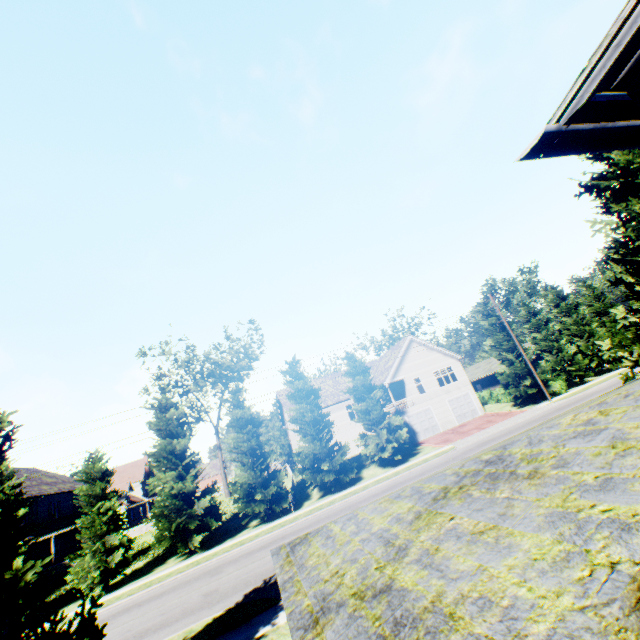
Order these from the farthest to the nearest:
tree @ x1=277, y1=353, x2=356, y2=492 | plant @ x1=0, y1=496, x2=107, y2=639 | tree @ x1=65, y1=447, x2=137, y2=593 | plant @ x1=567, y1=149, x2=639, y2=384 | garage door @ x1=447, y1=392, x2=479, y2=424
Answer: garage door @ x1=447, y1=392, x2=479, y2=424
tree @ x1=277, y1=353, x2=356, y2=492
tree @ x1=65, y1=447, x2=137, y2=593
plant @ x1=567, y1=149, x2=639, y2=384
plant @ x1=0, y1=496, x2=107, y2=639

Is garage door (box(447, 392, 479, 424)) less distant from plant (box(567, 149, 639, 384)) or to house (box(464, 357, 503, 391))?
house (box(464, 357, 503, 391))

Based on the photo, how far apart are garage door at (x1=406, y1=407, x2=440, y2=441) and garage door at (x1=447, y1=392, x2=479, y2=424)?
2.16m

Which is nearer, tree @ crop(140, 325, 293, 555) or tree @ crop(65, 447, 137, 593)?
tree @ crop(65, 447, 137, 593)

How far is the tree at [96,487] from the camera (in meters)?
20.55

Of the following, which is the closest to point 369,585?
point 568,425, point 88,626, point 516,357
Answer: point 568,425

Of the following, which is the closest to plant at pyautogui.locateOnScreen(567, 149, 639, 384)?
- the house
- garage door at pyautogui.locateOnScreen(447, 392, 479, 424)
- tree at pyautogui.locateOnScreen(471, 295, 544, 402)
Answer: tree at pyautogui.locateOnScreen(471, 295, 544, 402)
